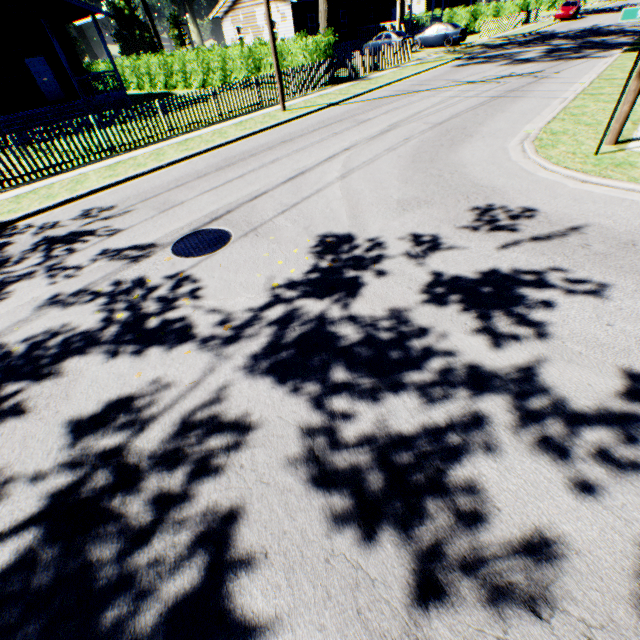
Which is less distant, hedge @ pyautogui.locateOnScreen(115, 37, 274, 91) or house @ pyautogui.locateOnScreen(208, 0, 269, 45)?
hedge @ pyautogui.locateOnScreen(115, 37, 274, 91)

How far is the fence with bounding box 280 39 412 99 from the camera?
16.61m

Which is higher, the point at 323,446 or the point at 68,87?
the point at 68,87

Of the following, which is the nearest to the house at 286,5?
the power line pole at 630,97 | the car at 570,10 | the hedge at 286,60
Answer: the hedge at 286,60

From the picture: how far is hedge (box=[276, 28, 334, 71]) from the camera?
17.3 meters

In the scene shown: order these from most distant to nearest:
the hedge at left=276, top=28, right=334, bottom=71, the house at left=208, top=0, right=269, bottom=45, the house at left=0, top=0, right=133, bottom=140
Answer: the house at left=208, top=0, right=269, bottom=45 < the hedge at left=276, top=28, right=334, bottom=71 < the house at left=0, top=0, right=133, bottom=140

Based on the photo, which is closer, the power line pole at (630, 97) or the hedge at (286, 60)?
the power line pole at (630, 97)

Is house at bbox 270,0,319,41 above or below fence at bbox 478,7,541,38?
above
